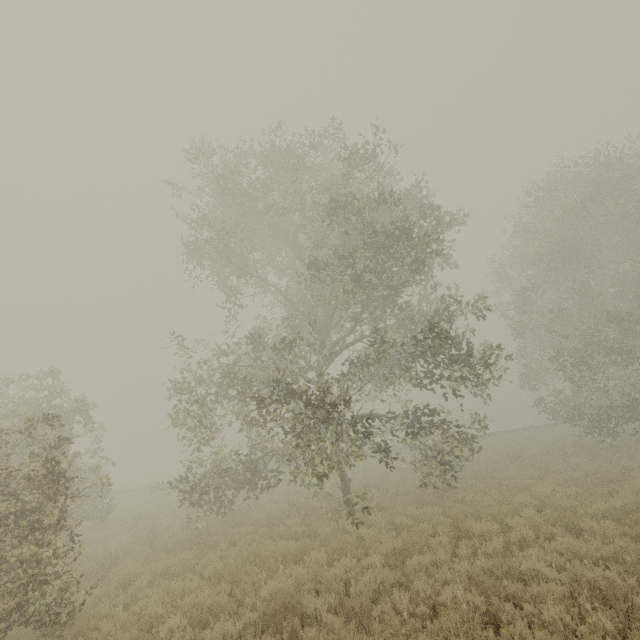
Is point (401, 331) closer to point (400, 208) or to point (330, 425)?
point (400, 208)

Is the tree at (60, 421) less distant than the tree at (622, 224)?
Yes

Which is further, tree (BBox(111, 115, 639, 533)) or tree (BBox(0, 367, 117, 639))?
tree (BBox(111, 115, 639, 533))
